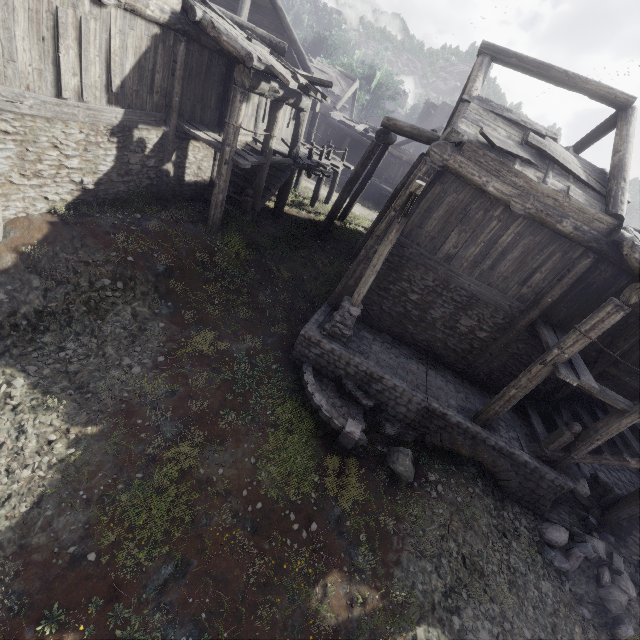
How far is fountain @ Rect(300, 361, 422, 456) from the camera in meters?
8.1 m

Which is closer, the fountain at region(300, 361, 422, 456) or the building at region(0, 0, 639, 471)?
the building at region(0, 0, 639, 471)

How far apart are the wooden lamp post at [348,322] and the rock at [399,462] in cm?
295

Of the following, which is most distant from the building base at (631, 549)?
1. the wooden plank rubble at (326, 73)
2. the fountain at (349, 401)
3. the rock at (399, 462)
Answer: the wooden plank rubble at (326, 73)

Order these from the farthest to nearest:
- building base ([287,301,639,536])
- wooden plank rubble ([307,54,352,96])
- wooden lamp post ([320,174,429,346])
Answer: wooden plank rubble ([307,54,352,96]) → building base ([287,301,639,536]) → wooden lamp post ([320,174,429,346])

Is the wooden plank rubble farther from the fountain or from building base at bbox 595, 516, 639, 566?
the fountain

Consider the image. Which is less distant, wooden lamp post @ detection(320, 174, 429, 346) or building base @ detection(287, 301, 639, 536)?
wooden lamp post @ detection(320, 174, 429, 346)

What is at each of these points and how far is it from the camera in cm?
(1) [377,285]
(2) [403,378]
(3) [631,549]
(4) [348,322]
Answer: (1) building, 1045
(2) building base, 939
(3) building base, 880
(4) wooden lamp post, 894
